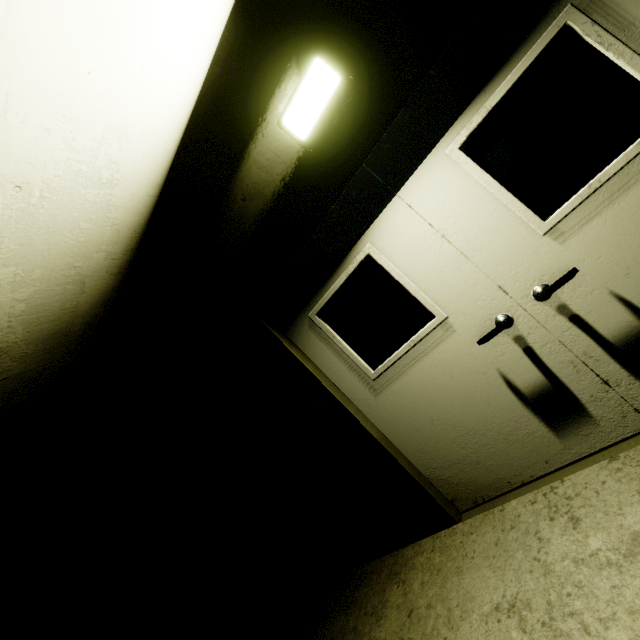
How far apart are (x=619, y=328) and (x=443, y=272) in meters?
1.0

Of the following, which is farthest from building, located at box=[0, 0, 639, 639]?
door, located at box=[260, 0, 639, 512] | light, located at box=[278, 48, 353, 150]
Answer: light, located at box=[278, 48, 353, 150]

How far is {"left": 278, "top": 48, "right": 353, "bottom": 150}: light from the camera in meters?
1.9 m

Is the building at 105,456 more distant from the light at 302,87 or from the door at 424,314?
the light at 302,87

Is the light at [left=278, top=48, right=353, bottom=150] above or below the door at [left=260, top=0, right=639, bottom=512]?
above

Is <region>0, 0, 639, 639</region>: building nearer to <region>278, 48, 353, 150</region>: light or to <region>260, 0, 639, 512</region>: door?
<region>260, 0, 639, 512</region>: door

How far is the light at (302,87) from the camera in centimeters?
191cm
